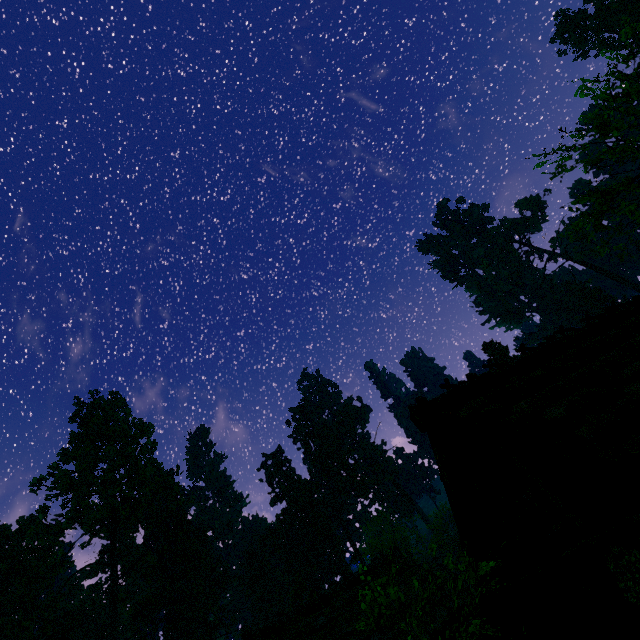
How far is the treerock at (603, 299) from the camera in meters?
56.7 m

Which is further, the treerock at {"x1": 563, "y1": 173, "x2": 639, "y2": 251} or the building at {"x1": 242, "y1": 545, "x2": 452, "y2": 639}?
the building at {"x1": 242, "y1": 545, "x2": 452, "y2": 639}

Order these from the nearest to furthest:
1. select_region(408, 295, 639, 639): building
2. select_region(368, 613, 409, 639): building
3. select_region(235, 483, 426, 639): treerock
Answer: select_region(408, 295, 639, 639): building, select_region(368, 613, 409, 639): building, select_region(235, 483, 426, 639): treerock

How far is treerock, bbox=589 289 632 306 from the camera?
56.66m

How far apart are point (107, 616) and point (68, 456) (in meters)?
35.40

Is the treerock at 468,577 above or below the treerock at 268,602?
below
